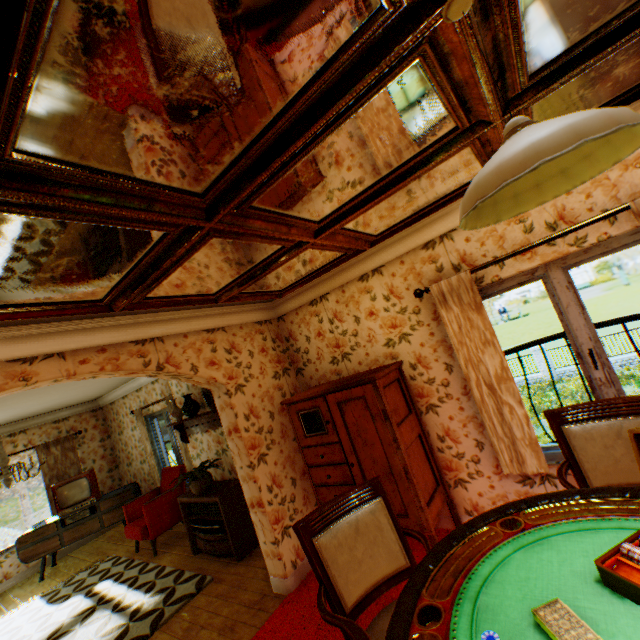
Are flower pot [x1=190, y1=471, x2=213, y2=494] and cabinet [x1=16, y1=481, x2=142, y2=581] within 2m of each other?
no

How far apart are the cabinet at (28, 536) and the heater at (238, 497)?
2.7 meters

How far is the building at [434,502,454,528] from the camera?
3.5m

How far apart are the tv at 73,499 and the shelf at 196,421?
3.06m

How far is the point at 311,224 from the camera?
2.3m

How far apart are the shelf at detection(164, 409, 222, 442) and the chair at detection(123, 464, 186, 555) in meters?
1.0 m

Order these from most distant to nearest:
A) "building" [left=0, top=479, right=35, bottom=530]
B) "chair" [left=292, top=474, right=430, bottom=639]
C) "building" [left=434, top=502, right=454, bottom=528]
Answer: "building" [left=0, top=479, right=35, bottom=530], "building" [left=434, top=502, right=454, bottom=528], "chair" [left=292, top=474, right=430, bottom=639]

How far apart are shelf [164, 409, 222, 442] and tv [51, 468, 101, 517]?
3.06m
